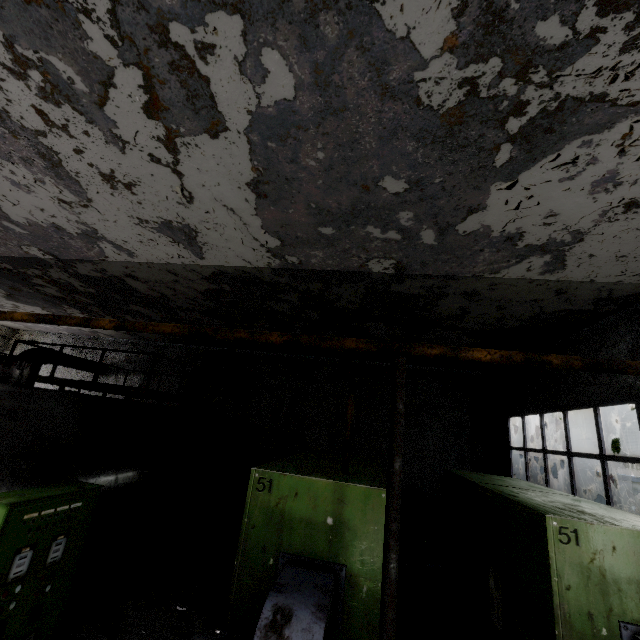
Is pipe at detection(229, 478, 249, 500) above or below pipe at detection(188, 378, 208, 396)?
below

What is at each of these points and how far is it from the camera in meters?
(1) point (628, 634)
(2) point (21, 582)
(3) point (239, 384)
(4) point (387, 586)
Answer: (1) fan motor, 3.6
(2) power box, 3.7
(3) pipe, 14.9
(4) pipe holder, 2.5

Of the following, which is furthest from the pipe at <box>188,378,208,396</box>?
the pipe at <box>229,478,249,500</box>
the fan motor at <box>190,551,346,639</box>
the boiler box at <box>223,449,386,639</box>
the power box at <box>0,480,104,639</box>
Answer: the power box at <box>0,480,104,639</box>

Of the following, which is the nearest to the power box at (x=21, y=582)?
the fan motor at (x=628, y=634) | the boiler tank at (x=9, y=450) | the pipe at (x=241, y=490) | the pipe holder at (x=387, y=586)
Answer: the boiler tank at (x=9, y=450)

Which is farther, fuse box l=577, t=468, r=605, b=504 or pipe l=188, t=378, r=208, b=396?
fuse box l=577, t=468, r=605, b=504

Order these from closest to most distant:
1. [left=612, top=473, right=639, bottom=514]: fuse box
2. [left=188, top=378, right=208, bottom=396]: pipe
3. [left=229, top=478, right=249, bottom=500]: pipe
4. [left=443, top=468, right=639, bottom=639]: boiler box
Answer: [left=443, top=468, right=639, bottom=639]: boiler box
[left=188, top=378, right=208, bottom=396]: pipe
[left=612, top=473, right=639, bottom=514]: fuse box
[left=229, top=478, right=249, bottom=500]: pipe

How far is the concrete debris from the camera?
10.0 meters

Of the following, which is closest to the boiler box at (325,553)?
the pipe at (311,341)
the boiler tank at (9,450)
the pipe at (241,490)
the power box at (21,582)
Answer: the power box at (21,582)
